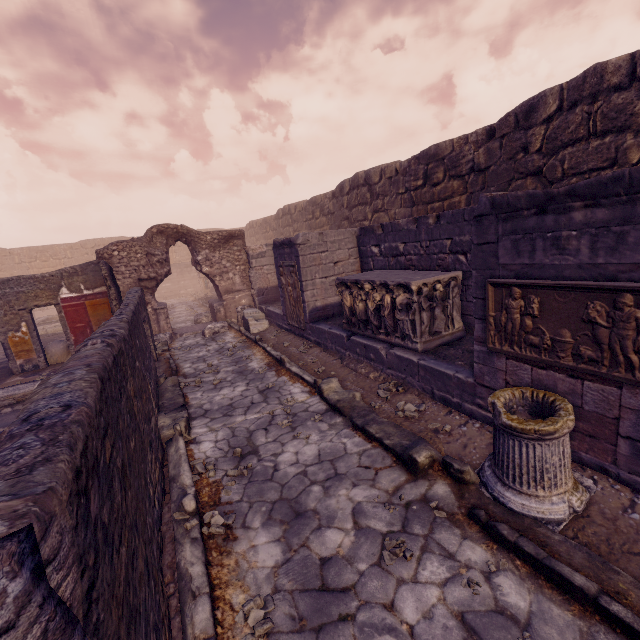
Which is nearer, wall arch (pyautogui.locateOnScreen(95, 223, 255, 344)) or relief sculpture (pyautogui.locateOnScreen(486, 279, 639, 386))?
relief sculpture (pyautogui.locateOnScreen(486, 279, 639, 386))

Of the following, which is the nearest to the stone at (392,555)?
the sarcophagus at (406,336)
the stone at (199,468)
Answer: the stone at (199,468)

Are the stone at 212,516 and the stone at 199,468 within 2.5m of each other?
yes

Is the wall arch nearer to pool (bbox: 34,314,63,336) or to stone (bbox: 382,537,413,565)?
pool (bbox: 34,314,63,336)

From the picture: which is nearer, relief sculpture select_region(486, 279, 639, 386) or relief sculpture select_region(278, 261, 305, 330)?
relief sculpture select_region(486, 279, 639, 386)

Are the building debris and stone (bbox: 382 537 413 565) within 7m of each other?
no

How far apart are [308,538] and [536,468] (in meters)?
2.16

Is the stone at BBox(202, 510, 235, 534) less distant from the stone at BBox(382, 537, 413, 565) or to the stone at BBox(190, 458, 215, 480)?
the stone at BBox(190, 458, 215, 480)
